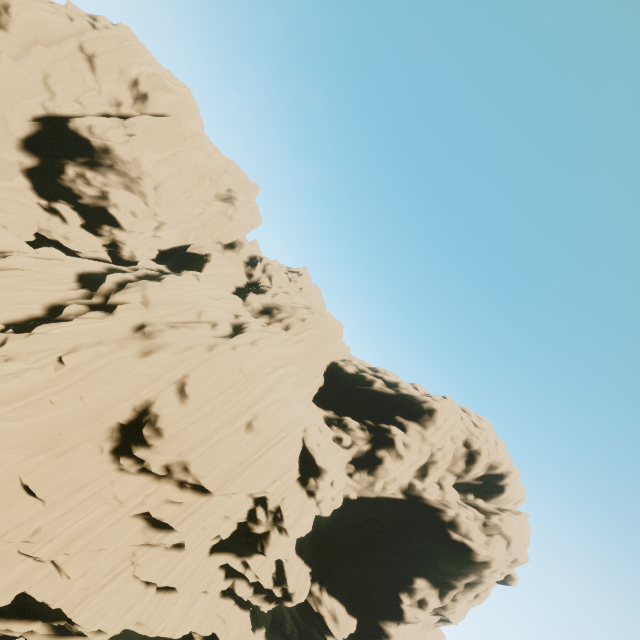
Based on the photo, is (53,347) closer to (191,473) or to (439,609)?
(191,473)
